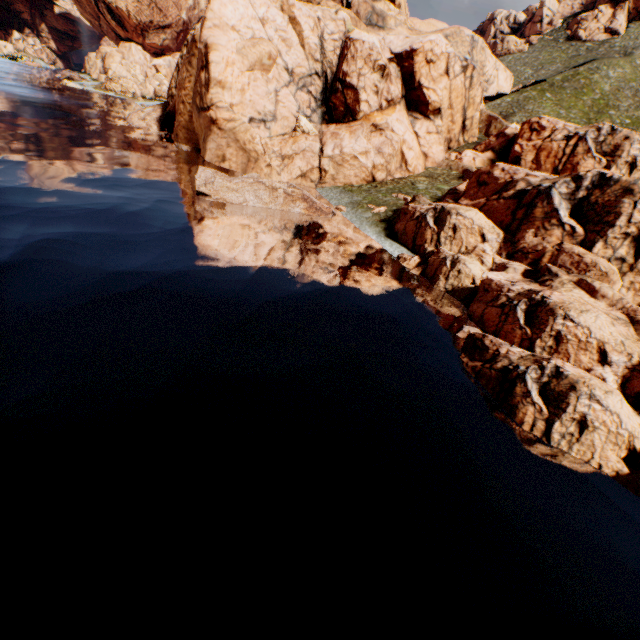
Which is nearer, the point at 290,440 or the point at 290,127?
the point at 290,440
